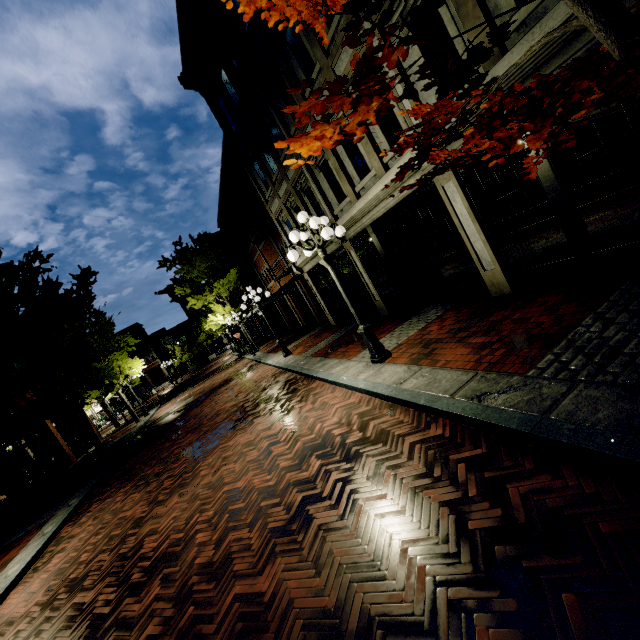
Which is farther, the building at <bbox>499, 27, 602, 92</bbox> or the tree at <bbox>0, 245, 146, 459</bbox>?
the tree at <bbox>0, 245, 146, 459</bbox>

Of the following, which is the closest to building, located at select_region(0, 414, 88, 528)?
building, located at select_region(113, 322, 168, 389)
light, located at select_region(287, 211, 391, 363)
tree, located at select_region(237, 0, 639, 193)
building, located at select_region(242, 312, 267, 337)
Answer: tree, located at select_region(237, 0, 639, 193)

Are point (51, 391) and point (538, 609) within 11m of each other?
no

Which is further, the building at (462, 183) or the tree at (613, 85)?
the building at (462, 183)

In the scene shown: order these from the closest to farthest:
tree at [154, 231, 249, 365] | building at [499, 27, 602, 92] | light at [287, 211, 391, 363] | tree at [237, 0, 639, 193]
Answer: tree at [237, 0, 639, 193], building at [499, 27, 602, 92], light at [287, 211, 391, 363], tree at [154, 231, 249, 365]

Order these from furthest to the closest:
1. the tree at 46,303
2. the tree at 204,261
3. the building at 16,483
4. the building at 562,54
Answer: the tree at 204,261
the building at 16,483
the tree at 46,303
the building at 562,54

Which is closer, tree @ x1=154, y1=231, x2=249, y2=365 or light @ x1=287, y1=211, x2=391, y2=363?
light @ x1=287, y1=211, x2=391, y2=363
